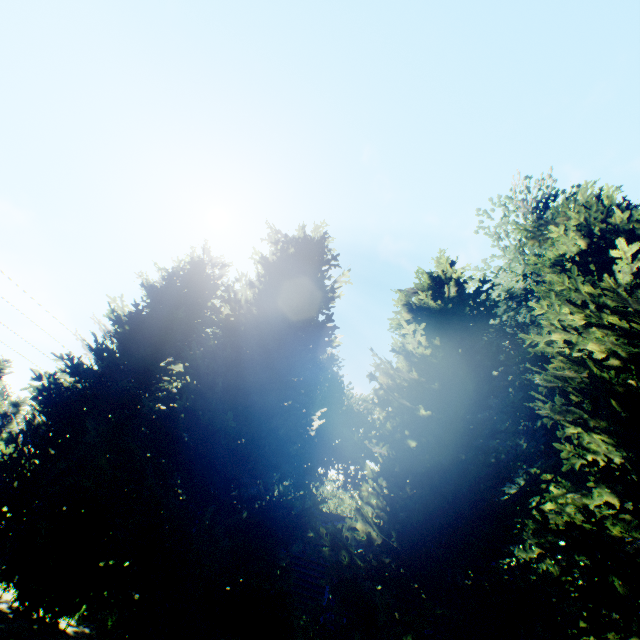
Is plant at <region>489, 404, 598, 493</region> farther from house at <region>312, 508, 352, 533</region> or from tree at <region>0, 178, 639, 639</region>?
house at <region>312, 508, 352, 533</region>

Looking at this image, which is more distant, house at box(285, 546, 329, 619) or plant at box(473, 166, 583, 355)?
plant at box(473, 166, 583, 355)

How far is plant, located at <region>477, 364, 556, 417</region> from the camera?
14.61m

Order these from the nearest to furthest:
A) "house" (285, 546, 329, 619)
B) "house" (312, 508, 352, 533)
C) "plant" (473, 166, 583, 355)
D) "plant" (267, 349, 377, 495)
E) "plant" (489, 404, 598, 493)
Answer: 1. "house" (285, 546, 329, 619)
2. "plant" (489, 404, 598, 493)
3. "house" (312, 508, 352, 533)
4. "plant" (473, 166, 583, 355)
5. "plant" (267, 349, 377, 495)

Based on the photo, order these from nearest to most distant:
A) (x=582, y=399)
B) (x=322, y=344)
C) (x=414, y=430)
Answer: (x=582, y=399), (x=414, y=430), (x=322, y=344)

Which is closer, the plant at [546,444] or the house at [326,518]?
the plant at [546,444]

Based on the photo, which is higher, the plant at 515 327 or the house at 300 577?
the plant at 515 327
